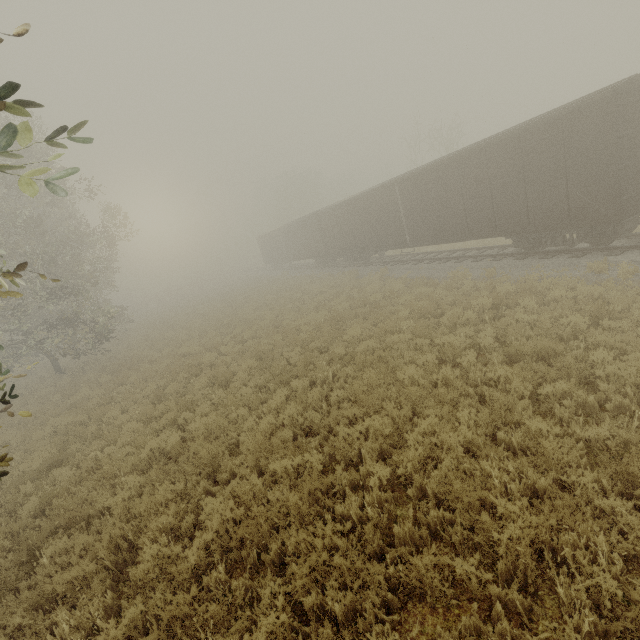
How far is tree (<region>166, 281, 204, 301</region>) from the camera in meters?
51.1

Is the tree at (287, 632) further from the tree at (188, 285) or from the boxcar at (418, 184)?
the tree at (188, 285)

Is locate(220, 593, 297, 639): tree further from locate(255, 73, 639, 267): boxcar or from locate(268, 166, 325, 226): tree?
locate(268, 166, 325, 226): tree

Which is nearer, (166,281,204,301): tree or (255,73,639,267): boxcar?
(255,73,639,267): boxcar

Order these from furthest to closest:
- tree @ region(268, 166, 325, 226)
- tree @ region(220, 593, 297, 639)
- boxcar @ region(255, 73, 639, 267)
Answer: tree @ region(268, 166, 325, 226), boxcar @ region(255, 73, 639, 267), tree @ region(220, 593, 297, 639)

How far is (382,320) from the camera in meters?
11.5

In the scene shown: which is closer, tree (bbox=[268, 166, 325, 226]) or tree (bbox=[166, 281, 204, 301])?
tree (bbox=[268, 166, 325, 226])

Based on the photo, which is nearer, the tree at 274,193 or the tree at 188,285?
the tree at 274,193
